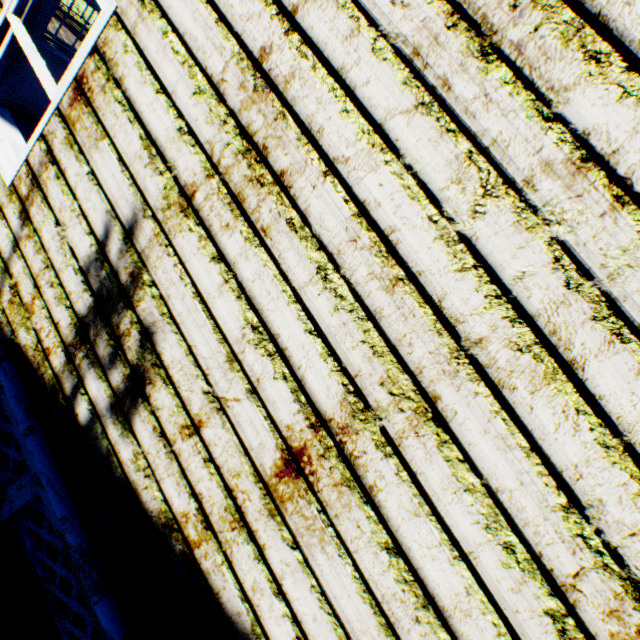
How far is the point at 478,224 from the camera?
1.28m

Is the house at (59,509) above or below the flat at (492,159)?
below

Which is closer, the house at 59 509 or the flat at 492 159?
the flat at 492 159

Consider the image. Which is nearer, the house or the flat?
the flat

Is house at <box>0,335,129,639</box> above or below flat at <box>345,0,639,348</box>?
below
